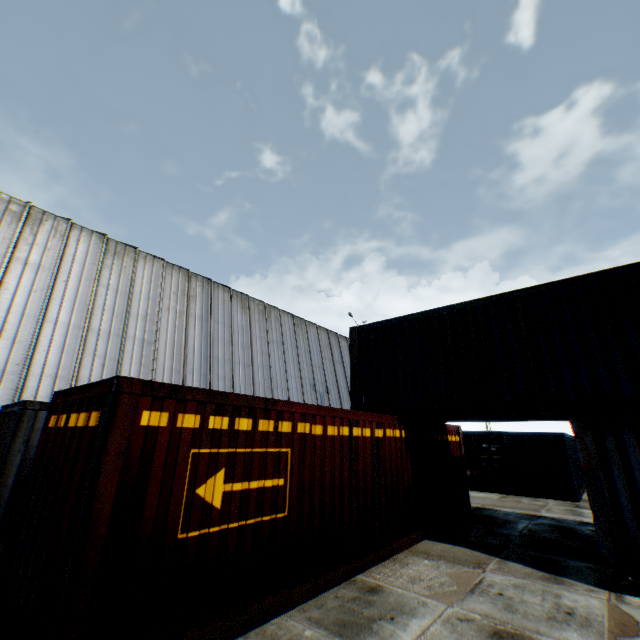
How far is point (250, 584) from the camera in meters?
4.4

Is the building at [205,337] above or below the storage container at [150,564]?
above

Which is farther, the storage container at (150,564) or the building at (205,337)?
the building at (205,337)

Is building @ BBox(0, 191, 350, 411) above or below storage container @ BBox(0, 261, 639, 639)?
above

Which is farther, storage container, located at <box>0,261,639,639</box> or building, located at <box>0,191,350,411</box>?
building, located at <box>0,191,350,411</box>
